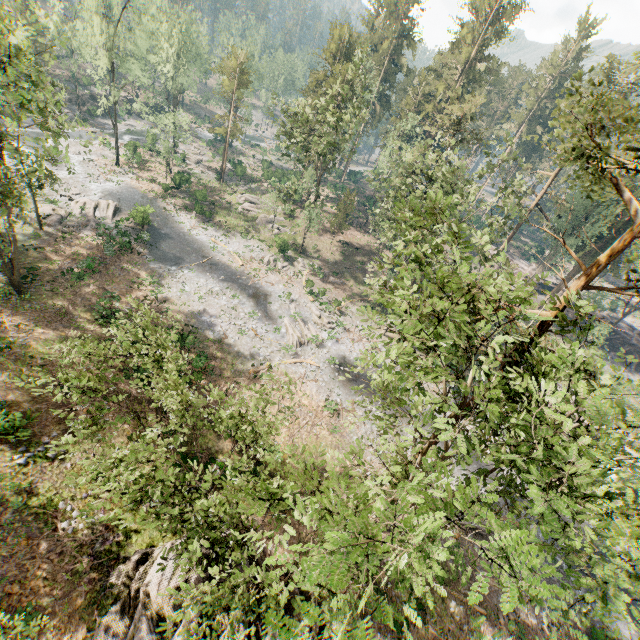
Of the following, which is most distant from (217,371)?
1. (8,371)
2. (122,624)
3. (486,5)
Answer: (486,5)

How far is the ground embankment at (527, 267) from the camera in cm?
5443

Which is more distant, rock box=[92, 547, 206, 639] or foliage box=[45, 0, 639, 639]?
rock box=[92, 547, 206, 639]

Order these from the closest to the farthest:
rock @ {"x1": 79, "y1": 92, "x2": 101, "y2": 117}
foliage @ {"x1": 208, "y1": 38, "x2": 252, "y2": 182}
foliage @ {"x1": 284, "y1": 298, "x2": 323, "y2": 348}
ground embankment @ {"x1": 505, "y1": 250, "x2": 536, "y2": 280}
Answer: foliage @ {"x1": 284, "y1": 298, "x2": 323, "y2": 348} → foliage @ {"x1": 208, "y1": 38, "x2": 252, "y2": 182} → ground embankment @ {"x1": 505, "y1": 250, "x2": 536, "y2": 280} → rock @ {"x1": 79, "y1": 92, "x2": 101, "y2": 117}

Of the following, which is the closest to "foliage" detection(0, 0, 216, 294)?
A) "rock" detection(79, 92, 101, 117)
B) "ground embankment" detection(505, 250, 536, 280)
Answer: "rock" detection(79, 92, 101, 117)

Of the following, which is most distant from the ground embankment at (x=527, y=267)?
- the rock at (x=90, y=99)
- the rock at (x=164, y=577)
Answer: the rock at (x=90, y=99)

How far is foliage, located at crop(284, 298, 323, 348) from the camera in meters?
31.5 m
